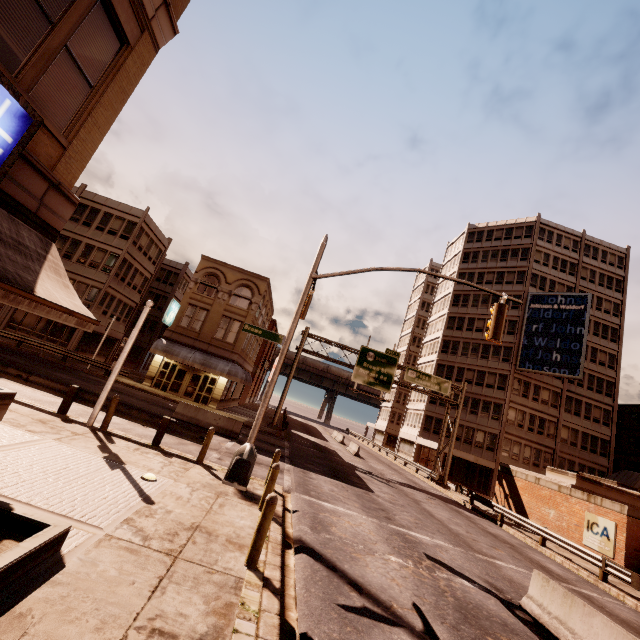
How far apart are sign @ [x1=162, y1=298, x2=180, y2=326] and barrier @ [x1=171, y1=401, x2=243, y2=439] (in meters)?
11.73

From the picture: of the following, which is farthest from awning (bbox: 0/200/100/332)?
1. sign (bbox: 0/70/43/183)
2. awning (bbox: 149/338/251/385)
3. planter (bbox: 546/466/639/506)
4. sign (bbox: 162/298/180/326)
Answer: planter (bbox: 546/466/639/506)

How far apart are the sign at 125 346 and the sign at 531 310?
41.90m

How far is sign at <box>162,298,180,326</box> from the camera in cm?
2860

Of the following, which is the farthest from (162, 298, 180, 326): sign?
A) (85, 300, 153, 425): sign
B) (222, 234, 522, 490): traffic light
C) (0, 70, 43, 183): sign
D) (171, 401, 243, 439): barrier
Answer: (0, 70, 43, 183): sign

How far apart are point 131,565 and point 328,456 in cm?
2174

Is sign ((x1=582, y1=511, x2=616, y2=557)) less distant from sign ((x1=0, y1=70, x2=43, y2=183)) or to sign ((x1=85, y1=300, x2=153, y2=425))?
sign ((x1=85, y1=300, x2=153, y2=425))

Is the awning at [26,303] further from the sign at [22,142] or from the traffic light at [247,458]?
the traffic light at [247,458]
